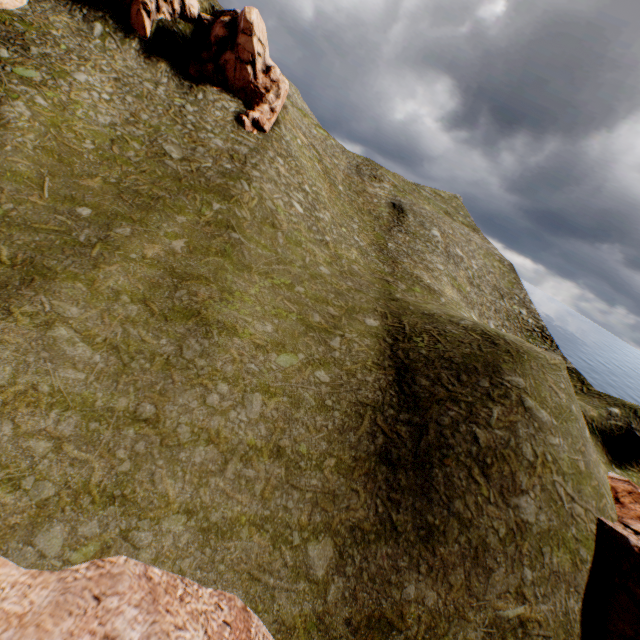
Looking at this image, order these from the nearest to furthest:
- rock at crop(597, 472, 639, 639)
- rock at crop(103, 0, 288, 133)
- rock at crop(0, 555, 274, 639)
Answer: rock at crop(0, 555, 274, 639) < rock at crop(597, 472, 639, 639) < rock at crop(103, 0, 288, 133)

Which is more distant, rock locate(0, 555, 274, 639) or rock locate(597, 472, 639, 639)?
rock locate(597, 472, 639, 639)

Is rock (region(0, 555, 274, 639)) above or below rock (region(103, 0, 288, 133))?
below

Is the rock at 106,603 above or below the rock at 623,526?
below

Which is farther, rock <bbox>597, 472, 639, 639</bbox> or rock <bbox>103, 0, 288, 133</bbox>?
rock <bbox>103, 0, 288, 133</bbox>

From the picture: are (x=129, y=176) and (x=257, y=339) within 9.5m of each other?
no

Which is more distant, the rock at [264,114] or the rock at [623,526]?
the rock at [264,114]
